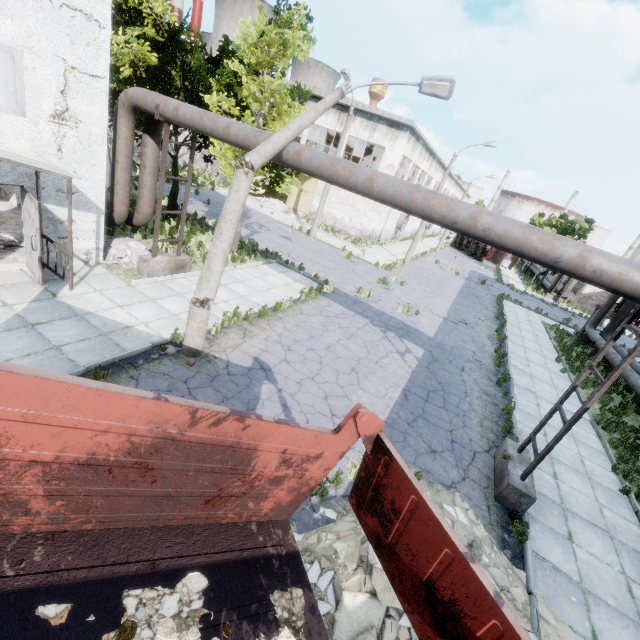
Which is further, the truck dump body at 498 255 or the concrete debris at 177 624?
the truck dump body at 498 255

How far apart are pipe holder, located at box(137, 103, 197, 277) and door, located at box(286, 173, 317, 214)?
21.02m

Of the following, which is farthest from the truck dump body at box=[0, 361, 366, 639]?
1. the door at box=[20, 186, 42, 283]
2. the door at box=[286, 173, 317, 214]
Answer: the door at box=[286, 173, 317, 214]

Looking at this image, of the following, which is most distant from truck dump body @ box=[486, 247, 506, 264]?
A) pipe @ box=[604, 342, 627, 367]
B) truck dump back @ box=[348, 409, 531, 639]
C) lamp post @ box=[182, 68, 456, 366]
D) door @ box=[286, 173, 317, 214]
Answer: truck dump back @ box=[348, 409, 531, 639]

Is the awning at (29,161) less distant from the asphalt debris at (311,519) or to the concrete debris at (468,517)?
the asphalt debris at (311,519)

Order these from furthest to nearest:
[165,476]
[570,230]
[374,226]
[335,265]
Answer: [570,230]
[374,226]
[335,265]
[165,476]

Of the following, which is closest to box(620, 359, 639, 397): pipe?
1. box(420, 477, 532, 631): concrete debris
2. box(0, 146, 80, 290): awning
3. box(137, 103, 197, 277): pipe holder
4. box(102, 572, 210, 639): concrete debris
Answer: box(420, 477, 532, 631): concrete debris

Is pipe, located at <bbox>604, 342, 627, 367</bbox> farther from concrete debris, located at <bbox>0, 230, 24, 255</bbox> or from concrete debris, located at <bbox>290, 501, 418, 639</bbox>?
concrete debris, located at <bbox>0, 230, 24, 255</bbox>
